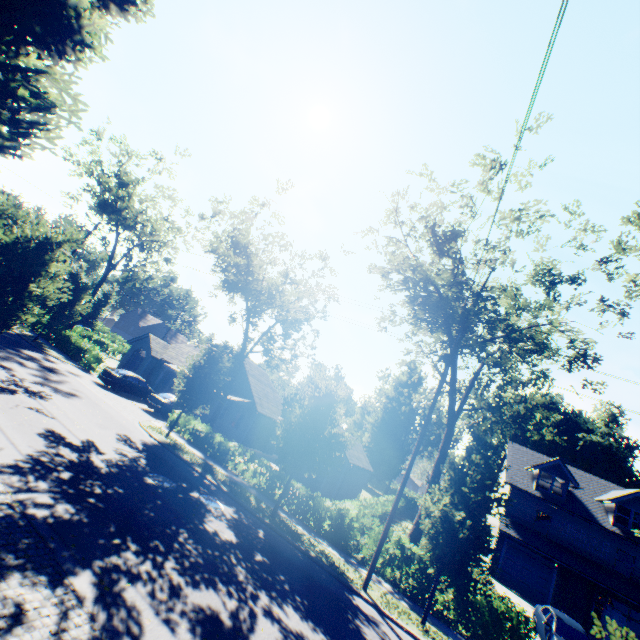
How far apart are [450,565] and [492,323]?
11.56m

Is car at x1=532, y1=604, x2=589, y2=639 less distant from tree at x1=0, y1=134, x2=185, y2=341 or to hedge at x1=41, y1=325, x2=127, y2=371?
tree at x1=0, y1=134, x2=185, y2=341

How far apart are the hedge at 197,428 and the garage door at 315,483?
8.74m

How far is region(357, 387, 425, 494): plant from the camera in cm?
5441

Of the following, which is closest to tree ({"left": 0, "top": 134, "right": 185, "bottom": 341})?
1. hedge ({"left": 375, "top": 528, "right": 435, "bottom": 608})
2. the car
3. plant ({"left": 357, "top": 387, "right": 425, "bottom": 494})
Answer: plant ({"left": 357, "top": 387, "right": 425, "bottom": 494})

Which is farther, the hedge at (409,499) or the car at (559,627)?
the hedge at (409,499)

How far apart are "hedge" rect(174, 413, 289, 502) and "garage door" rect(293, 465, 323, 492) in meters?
8.7 m

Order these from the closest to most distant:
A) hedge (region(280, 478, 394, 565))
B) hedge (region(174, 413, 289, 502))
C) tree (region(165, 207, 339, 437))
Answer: hedge (region(280, 478, 394, 565))
hedge (region(174, 413, 289, 502))
tree (region(165, 207, 339, 437))
